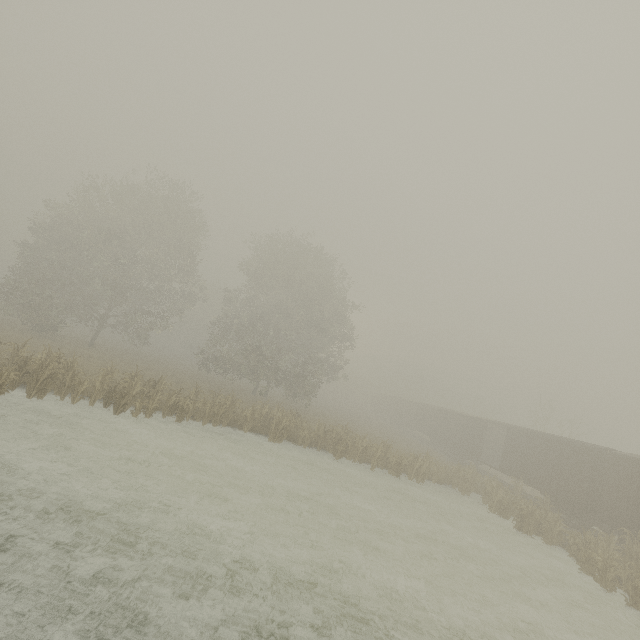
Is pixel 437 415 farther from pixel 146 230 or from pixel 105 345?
pixel 105 345

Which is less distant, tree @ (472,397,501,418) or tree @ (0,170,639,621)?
tree @ (0,170,639,621)

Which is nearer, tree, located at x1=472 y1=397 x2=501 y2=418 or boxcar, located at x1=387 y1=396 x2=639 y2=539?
boxcar, located at x1=387 y1=396 x2=639 y2=539

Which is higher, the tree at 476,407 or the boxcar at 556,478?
the tree at 476,407

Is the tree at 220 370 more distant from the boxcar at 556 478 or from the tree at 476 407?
the tree at 476 407

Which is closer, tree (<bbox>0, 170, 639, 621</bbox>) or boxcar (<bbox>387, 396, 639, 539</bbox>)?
tree (<bbox>0, 170, 639, 621</bbox>)

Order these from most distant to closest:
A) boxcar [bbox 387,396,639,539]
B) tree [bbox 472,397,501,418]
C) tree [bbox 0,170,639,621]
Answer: tree [bbox 472,397,501,418] → boxcar [bbox 387,396,639,539] → tree [bbox 0,170,639,621]

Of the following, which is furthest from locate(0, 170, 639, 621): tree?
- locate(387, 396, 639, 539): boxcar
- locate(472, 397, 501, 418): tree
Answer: locate(472, 397, 501, 418): tree
